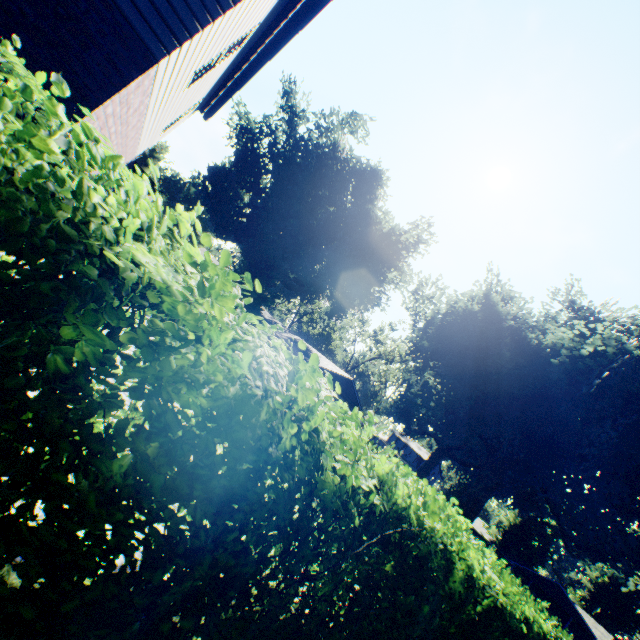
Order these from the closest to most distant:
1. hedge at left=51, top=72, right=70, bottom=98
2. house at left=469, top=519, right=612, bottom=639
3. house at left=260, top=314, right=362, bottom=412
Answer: hedge at left=51, top=72, right=70, bottom=98 → house at left=260, top=314, right=362, bottom=412 → house at left=469, top=519, right=612, bottom=639

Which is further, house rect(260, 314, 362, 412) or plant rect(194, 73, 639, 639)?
house rect(260, 314, 362, 412)

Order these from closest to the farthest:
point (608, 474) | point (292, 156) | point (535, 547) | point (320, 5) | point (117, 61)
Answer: point (117, 61), point (320, 5), point (608, 474), point (292, 156), point (535, 547)

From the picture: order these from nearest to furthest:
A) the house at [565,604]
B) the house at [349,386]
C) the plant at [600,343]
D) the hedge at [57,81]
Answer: the hedge at [57,81] → the plant at [600,343] → the house at [349,386] → the house at [565,604]

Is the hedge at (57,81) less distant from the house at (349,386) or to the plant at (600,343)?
the plant at (600,343)

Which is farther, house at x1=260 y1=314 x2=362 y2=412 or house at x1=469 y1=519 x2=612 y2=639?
house at x1=469 y1=519 x2=612 y2=639

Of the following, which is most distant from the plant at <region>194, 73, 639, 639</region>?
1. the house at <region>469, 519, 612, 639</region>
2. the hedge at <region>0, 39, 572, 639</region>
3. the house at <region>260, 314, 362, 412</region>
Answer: the hedge at <region>0, 39, 572, 639</region>

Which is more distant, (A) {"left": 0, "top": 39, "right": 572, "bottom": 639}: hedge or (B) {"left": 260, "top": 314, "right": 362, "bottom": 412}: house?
(B) {"left": 260, "top": 314, "right": 362, "bottom": 412}: house
